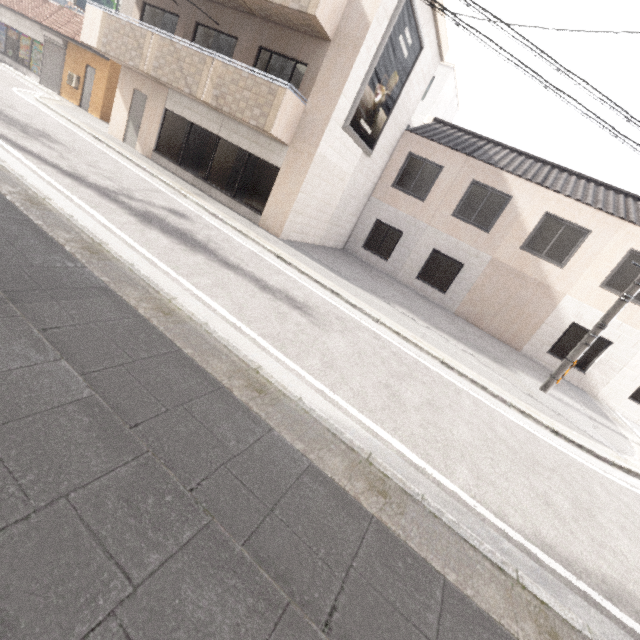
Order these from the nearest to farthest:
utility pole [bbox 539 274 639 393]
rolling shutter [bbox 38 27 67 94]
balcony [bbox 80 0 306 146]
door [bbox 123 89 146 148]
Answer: utility pole [bbox 539 274 639 393] < balcony [bbox 80 0 306 146] < door [bbox 123 89 146 148] < rolling shutter [bbox 38 27 67 94]

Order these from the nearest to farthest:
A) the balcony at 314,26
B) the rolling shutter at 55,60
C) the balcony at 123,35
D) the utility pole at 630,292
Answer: the utility pole at 630,292, the balcony at 314,26, the balcony at 123,35, the rolling shutter at 55,60

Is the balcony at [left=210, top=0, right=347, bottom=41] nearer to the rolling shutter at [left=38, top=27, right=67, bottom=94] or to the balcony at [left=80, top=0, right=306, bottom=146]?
the balcony at [left=80, top=0, right=306, bottom=146]

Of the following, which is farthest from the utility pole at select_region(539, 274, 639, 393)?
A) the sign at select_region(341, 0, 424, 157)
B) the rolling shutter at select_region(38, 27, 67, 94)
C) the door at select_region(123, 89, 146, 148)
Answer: the rolling shutter at select_region(38, 27, 67, 94)

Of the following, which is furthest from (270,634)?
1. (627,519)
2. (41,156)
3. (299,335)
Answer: (41,156)

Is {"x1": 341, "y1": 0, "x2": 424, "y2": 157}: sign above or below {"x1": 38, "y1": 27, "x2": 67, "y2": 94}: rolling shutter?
above

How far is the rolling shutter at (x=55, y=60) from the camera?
17.2 meters

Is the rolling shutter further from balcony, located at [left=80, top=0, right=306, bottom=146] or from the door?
the door
